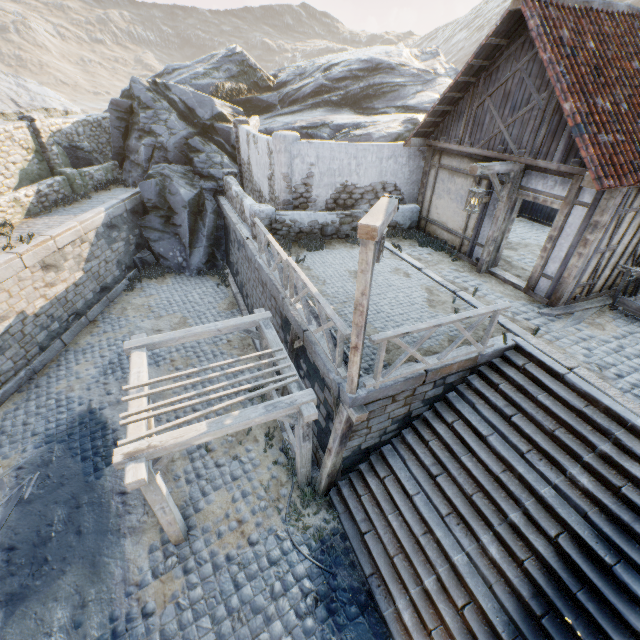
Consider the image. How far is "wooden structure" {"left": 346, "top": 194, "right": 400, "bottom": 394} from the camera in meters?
3.9

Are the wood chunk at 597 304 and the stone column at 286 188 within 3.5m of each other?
no

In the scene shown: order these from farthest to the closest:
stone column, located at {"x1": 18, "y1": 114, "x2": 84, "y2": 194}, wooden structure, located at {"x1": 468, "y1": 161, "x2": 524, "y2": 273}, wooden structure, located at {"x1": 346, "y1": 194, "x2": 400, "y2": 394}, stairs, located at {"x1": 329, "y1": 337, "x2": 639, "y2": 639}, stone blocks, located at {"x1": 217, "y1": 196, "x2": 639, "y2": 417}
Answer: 1. stone column, located at {"x1": 18, "y1": 114, "x2": 84, "y2": 194}
2. wooden structure, located at {"x1": 468, "y1": 161, "x2": 524, "y2": 273}
3. stone blocks, located at {"x1": 217, "y1": 196, "x2": 639, "y2": 417}
4. stairs, located at {"x1": 329, "y1": 337, "x2": 639, "y2": 639}
5. wooden structure, located at {"x1": 346, "y1": 194, "x2": 400, "y2": 394}

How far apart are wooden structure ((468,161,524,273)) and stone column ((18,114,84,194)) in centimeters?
1662cm

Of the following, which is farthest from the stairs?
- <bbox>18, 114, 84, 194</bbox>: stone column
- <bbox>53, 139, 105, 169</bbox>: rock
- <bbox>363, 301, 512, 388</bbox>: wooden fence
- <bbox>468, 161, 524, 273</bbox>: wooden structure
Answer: <bbox>53, 139, 105, 169</bbox>: rock

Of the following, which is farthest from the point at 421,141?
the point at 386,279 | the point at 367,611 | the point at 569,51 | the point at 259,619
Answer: the point at 259,619

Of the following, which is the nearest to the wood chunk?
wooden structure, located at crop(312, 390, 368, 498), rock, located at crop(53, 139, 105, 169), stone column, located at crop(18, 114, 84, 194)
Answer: wooden structure, located at crop(312, 390, 368, 498)

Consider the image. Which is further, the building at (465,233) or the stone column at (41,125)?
the stone column at (41,125)
